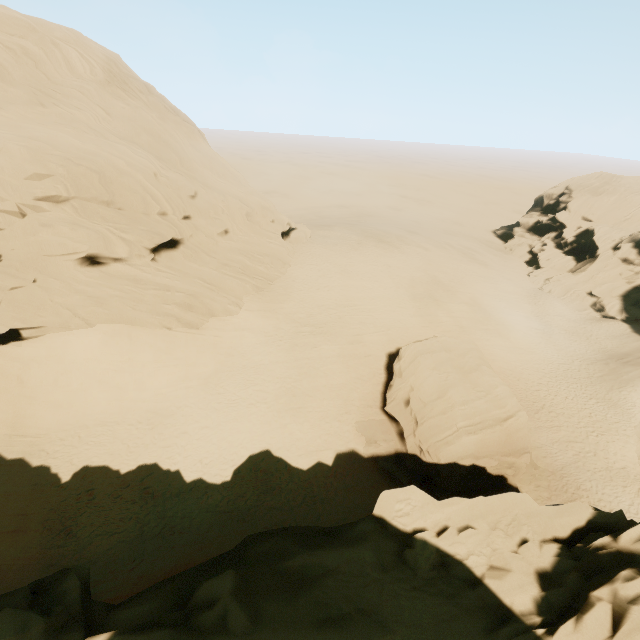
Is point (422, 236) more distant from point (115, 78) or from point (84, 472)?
point (84, 472)

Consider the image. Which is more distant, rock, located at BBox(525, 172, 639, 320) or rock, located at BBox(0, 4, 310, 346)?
rock, located at BBox(525, 172, 639, 320)

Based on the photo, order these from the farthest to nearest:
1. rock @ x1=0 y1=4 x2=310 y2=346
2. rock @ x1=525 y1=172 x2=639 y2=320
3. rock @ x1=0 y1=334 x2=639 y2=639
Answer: rock @ x1=525 y1=172 x2=639 y2=320 → rock @ x1=0 y1=4 x2=310 y2=346 → rock @ x1=0 y1=334 x2=639 y2=639

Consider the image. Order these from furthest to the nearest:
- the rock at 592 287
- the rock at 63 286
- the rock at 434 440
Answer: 1. the rock at 592 287
2. the rock at 63 286
3. the rock at 434 440

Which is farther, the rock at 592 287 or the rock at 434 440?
the rock at 592 287
